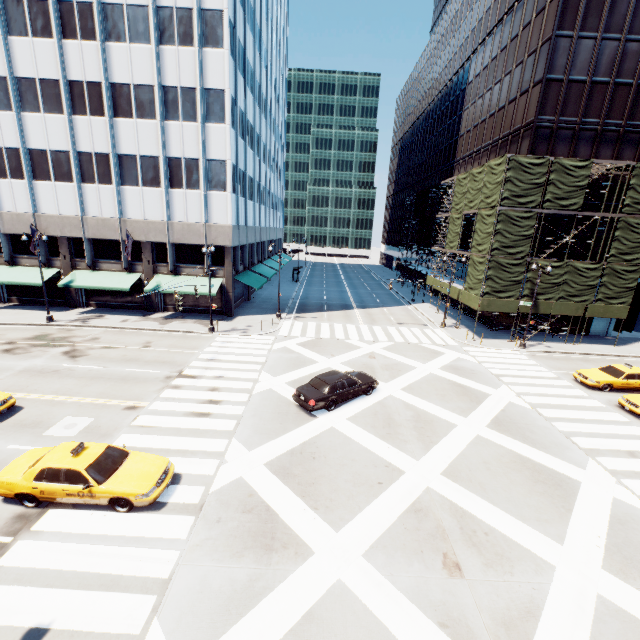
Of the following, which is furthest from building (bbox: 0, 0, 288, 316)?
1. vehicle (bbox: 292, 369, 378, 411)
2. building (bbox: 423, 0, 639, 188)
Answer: building (bbox: 423, 0, 639, 188)

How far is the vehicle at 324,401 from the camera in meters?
16.2 m

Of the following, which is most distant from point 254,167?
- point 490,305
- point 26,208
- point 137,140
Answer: point 490,305

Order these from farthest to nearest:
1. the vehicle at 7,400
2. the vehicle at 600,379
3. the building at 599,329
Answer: the building at 599,329
the vehicle at 600,379
the vehicle at 7,400

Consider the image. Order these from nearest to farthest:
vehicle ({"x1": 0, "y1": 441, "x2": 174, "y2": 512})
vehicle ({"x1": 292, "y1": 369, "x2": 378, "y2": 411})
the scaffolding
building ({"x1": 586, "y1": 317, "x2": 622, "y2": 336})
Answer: vehicle ({"x1": 0, "y1": 441, "x2": 174, "y2": 512}) < vehicle ({"x1": 292, "y1": 369, "x2": 378, "y2": 411}) < the scaffolding < building ({"x1": 586, "y1": 317, "x2": 622, "y2": 336})

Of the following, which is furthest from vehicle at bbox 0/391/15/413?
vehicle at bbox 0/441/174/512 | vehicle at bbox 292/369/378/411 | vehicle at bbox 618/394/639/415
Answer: vehicle at bbox 618/394/639/415

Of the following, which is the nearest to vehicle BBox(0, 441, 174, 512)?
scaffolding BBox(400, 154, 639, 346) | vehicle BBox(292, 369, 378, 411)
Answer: vehicle BBox(292, 369, 378, 411)

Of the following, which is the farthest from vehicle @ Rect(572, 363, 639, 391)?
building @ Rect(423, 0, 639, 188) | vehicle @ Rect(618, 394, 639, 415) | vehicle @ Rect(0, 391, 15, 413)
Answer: vehicle @ Rect(0, 391, 15, 413)
